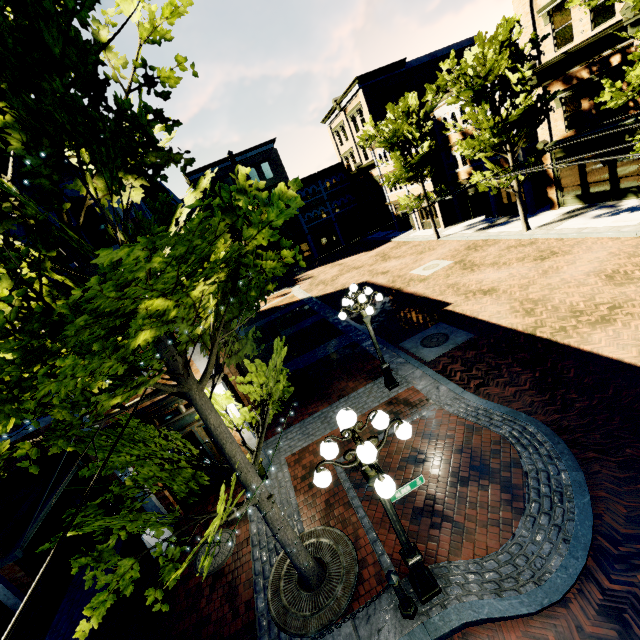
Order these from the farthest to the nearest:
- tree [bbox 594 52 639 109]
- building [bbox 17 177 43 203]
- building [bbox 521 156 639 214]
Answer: building [bbox 521 156 639 214] → tree [bbox 594 52 639 109] → building [bbox 17 177 43 203]

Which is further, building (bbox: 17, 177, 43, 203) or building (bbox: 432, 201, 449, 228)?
building (bbox: 432, 201, 449, 228)

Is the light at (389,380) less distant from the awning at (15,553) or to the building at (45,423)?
the awning at (15,553)

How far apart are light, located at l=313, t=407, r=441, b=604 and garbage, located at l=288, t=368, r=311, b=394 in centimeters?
702cm

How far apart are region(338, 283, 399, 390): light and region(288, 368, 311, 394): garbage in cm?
302

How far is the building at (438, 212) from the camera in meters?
27.5 m

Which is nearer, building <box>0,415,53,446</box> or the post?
the post

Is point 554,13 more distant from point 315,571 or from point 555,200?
point 315,571
